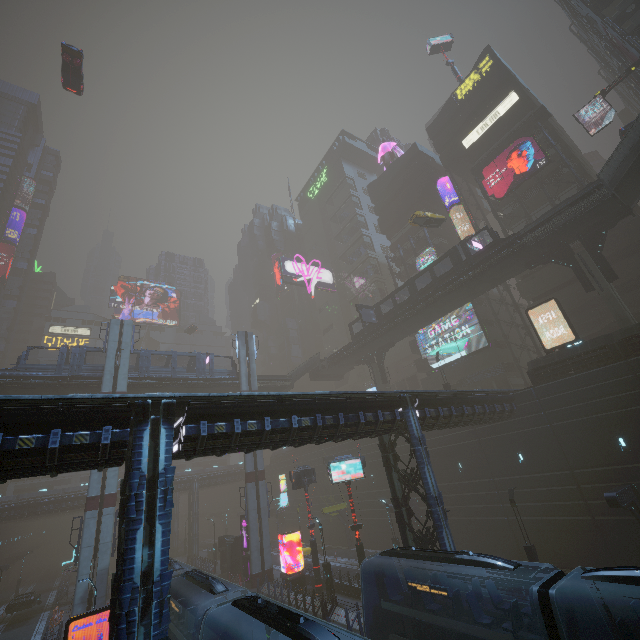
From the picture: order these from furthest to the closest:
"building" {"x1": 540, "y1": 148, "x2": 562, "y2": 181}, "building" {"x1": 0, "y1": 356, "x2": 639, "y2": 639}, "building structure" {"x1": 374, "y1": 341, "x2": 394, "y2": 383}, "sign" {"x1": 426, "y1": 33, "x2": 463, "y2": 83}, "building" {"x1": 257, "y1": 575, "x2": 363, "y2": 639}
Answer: "sign" {"x1": 426, "y1": 33, "x2": 463, "y2": 83}
"building structure" {"x1": 374, "y1": 341, "x2": 394, "y2": 383}
"building" {"x1": 540, "y1": 148, "x2": 562, "y2": 181}
"building" {"x1": 257, "y1": 575, "x2": 363, "y2": 639}
"building" {"x1": 0, "y1": 356, "x2": 639, "y2": 639}

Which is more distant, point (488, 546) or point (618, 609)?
point (488, 546)

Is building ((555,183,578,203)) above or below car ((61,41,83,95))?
below

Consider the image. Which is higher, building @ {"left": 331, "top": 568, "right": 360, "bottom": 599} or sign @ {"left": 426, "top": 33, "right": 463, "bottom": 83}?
sign @ {"left": 426, "top": 33, "right": 463, "bottom": 83}

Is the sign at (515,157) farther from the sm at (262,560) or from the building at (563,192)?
the sm at (262,560)

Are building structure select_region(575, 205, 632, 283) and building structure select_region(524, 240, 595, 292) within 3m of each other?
yes

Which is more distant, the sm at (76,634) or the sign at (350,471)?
the sm at (76,634)

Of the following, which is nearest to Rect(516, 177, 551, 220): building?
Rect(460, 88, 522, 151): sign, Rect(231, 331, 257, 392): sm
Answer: Rect(460, 88, 522, 151): sign
